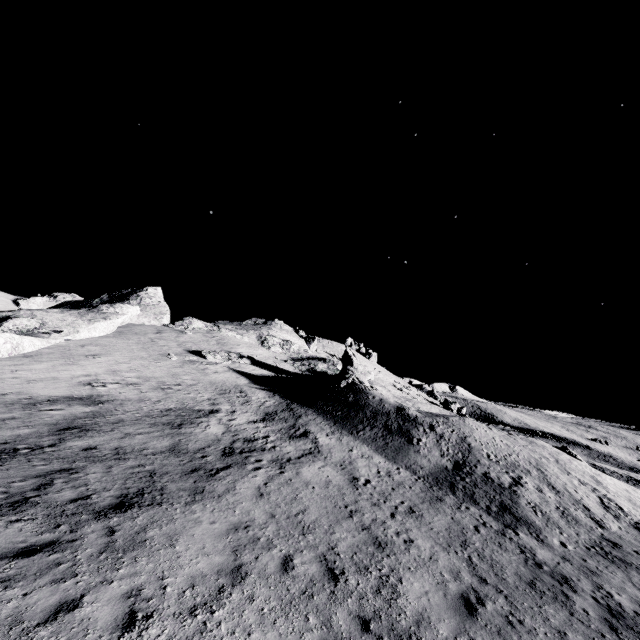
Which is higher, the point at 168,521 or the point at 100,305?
the point at 100,305
